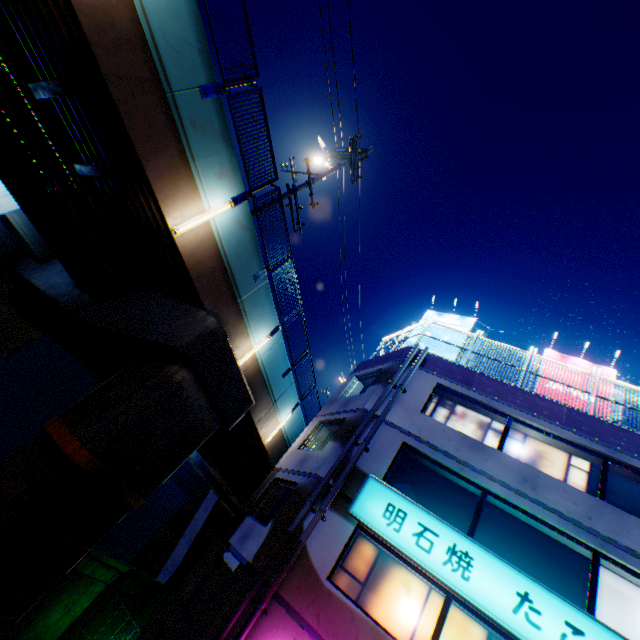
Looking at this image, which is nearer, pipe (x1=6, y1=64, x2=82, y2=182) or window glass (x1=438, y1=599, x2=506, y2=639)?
pipe (x1=6, y1=64, x2=82, y2=182)

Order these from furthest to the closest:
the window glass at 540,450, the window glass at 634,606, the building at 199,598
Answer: the window glass at 540,450
the building at 199,598
the window glass at 634,606

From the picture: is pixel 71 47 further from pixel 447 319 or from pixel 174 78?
pixel 447 319

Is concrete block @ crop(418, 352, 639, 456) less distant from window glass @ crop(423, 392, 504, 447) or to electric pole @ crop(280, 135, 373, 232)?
window glass @ crop(423, 392, 504, 447)

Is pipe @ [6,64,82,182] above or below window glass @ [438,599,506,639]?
above

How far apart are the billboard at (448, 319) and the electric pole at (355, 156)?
7.88m

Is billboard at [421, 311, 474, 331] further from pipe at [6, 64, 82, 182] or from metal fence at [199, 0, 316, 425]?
pipe at [6, 64, 82, 182]

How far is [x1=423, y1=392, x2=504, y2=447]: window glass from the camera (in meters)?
11.56
